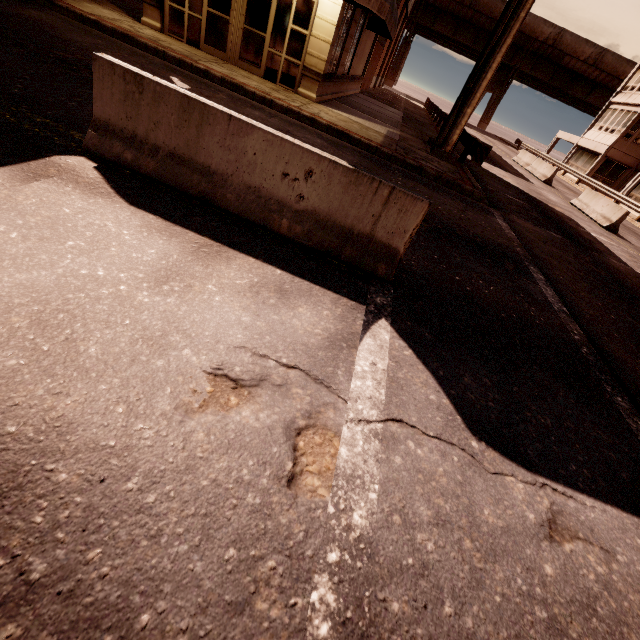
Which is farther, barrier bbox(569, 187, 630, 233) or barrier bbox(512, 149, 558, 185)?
barrier bbox(512, 149, 558, 185)

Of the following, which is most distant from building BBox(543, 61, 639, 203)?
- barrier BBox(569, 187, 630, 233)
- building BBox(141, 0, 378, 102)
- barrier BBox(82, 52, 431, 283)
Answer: barrier BBox(82, 52, 431, 283)

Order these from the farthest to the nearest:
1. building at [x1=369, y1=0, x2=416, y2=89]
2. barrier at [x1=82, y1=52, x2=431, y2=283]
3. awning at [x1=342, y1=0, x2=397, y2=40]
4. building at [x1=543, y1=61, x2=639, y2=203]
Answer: building at [x1=543, y1=61, x2=639, y2=203]
building at [x1=369, y1=0, x2=416, y2=89]
awning at [x1=342, y1=0, x2=397, y2=40]
barrier at [x1=82, y1=52, x2=431, y2=283]

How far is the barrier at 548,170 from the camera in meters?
21.4

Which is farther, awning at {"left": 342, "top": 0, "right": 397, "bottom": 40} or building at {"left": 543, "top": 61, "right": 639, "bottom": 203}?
building at {"left": 543, "top": 61, "right": 639, "bottom": 203}

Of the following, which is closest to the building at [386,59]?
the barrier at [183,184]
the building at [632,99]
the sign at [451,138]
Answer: the sign at [451,138]

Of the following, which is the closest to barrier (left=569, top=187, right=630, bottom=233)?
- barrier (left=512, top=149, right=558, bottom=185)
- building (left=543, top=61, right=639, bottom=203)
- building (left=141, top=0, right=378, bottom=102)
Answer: barrier (left=512, top=149, right=558, bottom=185)

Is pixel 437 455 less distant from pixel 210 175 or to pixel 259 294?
pixel 259 294
